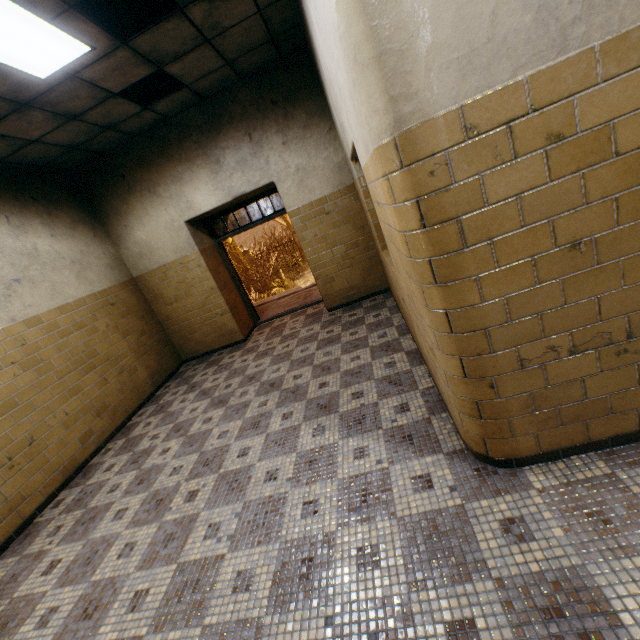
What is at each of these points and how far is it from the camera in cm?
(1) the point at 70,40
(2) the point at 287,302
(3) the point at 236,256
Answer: (1) lamp, 289
(2) stairs, 827
(3) tree, 1920

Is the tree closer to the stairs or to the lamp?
the lamp

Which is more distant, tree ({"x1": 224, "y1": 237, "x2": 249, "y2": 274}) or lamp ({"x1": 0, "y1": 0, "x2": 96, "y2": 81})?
tree ({"x1": 224, "y1": 237, "x2": 249, "y2": 274})

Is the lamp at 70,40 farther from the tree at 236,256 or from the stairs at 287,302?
the tree at 236,256

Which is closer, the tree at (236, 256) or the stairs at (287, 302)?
the stairs at (287, 302)

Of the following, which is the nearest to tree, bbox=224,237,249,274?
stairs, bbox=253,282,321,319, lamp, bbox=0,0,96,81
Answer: lamp, bbox=0,0,96,81

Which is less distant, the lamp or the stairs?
the lamp

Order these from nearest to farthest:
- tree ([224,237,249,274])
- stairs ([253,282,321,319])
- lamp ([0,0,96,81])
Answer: lamp ([0,0,96,81]) → stairs ([253,282,321,319]) → tree ([224,237,249,274])
